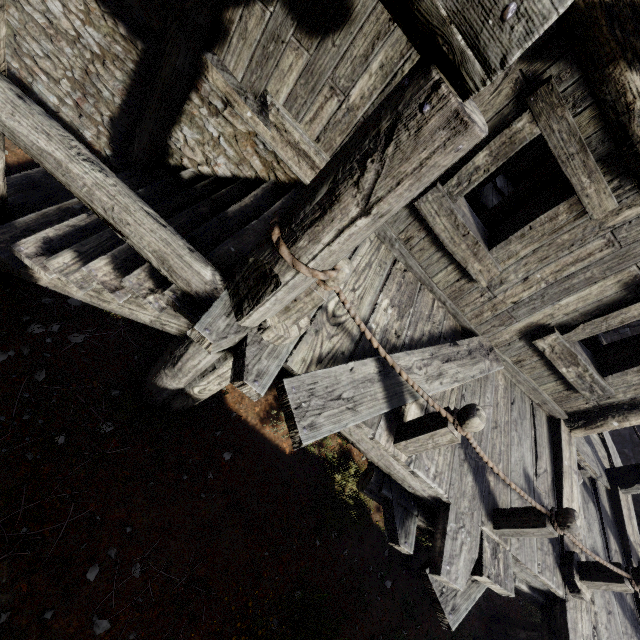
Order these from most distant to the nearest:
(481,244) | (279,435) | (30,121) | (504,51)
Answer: (279,435) < (481,244) < (30,121) < (504,51)
